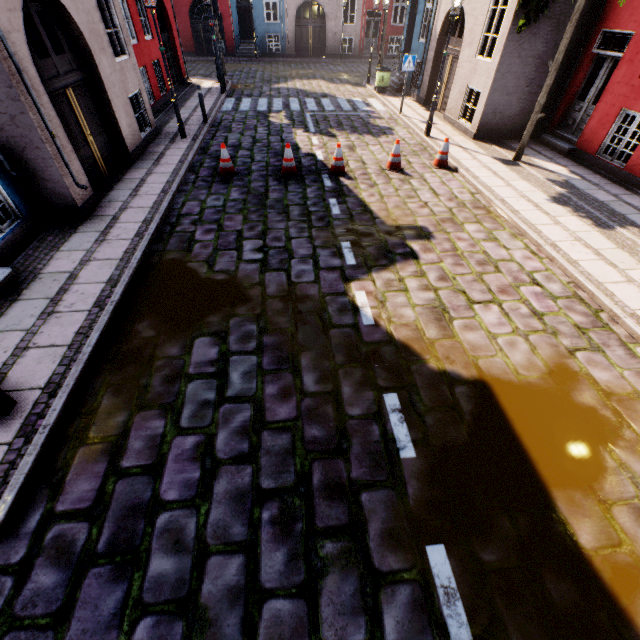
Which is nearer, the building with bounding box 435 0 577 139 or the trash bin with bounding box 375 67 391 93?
the building with bounding box 435 0 577 139

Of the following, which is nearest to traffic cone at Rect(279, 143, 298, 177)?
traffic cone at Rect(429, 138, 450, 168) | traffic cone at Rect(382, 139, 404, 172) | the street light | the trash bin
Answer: traffic cone at Rect(382, 139, 404, 172)

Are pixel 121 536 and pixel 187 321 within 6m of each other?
yes

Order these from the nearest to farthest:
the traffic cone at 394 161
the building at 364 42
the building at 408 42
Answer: the traffic cone at 394 161, the building at 408 42, the building at 364 42

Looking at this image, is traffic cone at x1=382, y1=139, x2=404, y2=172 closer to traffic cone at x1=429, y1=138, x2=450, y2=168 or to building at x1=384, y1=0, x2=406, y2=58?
traffic cone at x1=429, y1=138, x2=450, y2=168

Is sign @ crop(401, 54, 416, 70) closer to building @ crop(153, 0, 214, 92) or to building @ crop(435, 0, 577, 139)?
building @ crop(435, 0, 577, 139)

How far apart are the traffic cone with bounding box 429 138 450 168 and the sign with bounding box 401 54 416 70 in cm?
557

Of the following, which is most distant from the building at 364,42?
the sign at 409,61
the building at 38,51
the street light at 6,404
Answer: the building at 38,51
